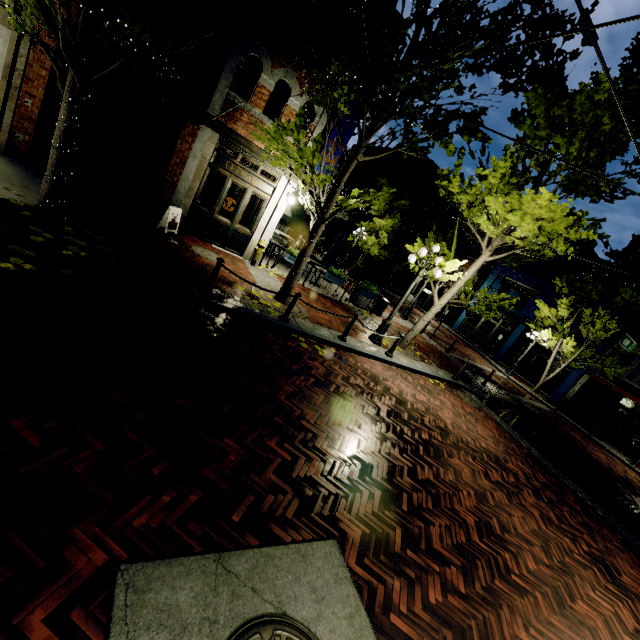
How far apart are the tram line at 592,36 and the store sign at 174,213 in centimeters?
930cm

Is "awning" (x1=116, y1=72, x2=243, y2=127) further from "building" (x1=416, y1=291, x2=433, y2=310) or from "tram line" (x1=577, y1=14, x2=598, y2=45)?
"building" (x1=416, y1=291, x2=433, y2=310)

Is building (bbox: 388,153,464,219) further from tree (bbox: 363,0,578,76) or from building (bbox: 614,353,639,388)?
building (bbox: 614,353,639,388)

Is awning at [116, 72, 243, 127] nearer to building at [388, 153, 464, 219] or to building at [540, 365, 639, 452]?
building at [540, 365, 639, 452]

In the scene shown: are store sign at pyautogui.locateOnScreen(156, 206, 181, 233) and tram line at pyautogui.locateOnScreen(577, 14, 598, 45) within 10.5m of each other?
yes

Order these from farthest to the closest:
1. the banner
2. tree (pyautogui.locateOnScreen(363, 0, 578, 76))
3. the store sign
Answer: the banner, the store sign, tree (pyautogui.locateOnScreen(363, 0, 578, 76))

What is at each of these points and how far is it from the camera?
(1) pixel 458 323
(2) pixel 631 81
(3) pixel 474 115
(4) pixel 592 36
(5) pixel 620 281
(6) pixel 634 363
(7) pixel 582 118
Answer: (1) building, 30.5m
(2) tree, 8.0m
(3) tree, 7.6m
(4) tram line, 2.6m
(5) tree, 18.0m
(6) building, 20.4m
(7) tree, 7.9m

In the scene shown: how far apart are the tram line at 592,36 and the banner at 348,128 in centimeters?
912cm
